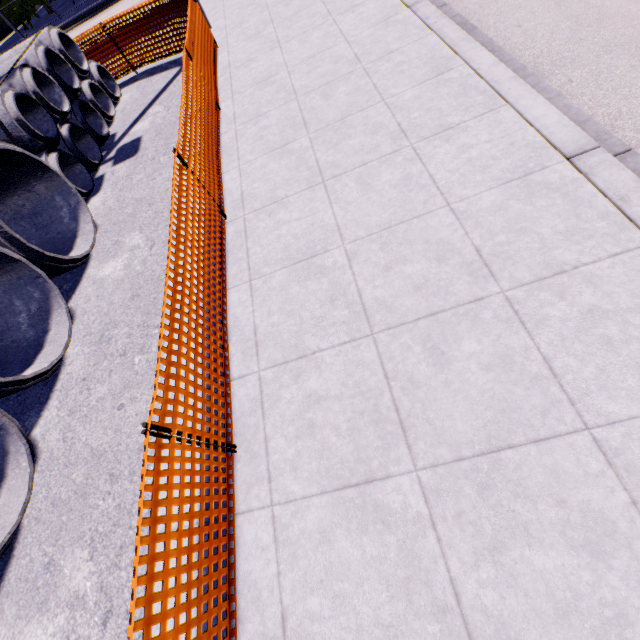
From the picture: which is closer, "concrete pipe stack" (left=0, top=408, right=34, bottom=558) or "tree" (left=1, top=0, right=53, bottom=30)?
"concrete pipe stack" (left=0, top=408, right=34, bottom=558)

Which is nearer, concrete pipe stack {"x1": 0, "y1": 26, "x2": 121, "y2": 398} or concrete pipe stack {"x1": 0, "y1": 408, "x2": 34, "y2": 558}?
concrete pipe stack {"x1": 0, "y1": 408, "x2": 34, "y2": 558}

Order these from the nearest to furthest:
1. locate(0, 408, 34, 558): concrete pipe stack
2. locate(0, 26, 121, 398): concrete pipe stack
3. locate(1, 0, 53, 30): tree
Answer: locate(0, 408, 34, 558): concrete pipe stack, locate(0, 26, 121, 398): concrete pipe stack, locate(1, 0, 53, 30): tree

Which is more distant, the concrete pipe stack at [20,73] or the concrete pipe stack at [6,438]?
the concrete pipe stack at [20,73]

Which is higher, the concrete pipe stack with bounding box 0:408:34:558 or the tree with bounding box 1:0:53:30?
the tree with bounding box 1:0:53:30

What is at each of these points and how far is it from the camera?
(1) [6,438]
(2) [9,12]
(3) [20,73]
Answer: (1) concrete pipe stack, 3.85m
(2) tree, 20.11m
(3) concrete pipe stack, 6.30m

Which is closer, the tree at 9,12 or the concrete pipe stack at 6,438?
the concrete pipe stack at 6,438
